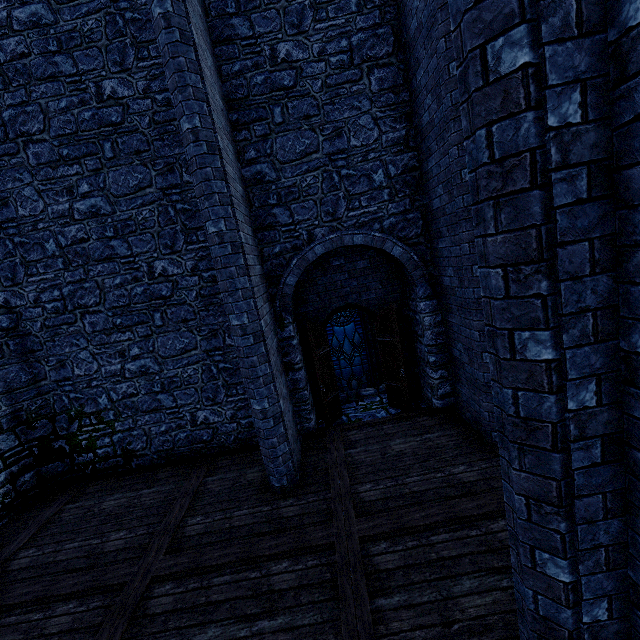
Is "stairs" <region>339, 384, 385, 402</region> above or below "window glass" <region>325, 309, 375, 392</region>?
above

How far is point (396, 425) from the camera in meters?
7.2 m

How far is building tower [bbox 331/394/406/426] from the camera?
7.8m

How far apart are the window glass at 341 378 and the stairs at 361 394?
1.1 meters

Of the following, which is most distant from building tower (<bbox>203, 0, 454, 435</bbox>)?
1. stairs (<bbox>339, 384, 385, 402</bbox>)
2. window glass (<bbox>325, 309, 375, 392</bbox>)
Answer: window glass (<bbox>325, 309, 375, 392</bbox>)

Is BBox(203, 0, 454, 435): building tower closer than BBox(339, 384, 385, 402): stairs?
Yes

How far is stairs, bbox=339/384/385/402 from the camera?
8.9 meters

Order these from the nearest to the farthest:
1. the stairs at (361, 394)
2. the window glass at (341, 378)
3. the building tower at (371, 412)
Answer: the building tower at (371, 412) → the stairs at (361, 394) → the window glass at (341, 378)
